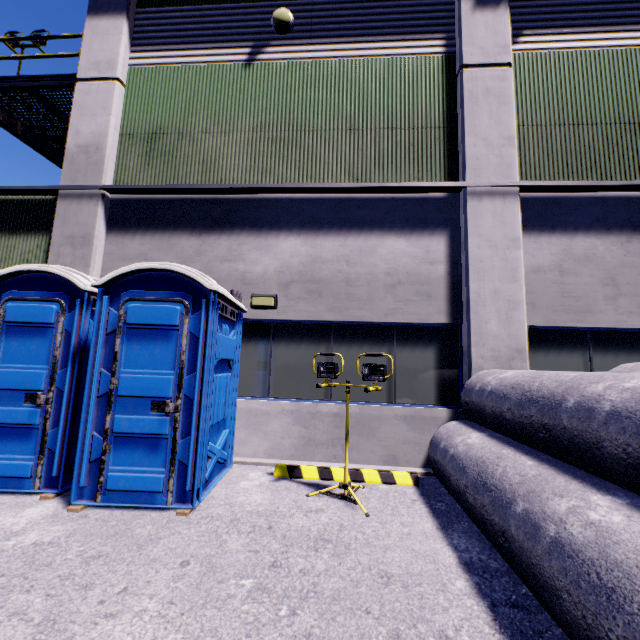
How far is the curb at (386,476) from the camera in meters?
4.8

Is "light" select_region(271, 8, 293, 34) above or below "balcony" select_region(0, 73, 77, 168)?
above

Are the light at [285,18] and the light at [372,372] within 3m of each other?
no

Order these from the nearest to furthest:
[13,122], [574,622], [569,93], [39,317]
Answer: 1. [574,622]
2. [39,317]
3. [569,93]
4. [13,122]

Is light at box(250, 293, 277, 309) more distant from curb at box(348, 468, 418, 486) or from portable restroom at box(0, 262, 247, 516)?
curb at box(348, 468, 418, 486)

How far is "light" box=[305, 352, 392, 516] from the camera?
4.1 meters

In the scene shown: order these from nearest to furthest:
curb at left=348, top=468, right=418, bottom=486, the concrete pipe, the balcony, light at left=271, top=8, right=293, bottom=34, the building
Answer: the concrete pipe, curb at left=348, top=468, right=418, bottom=486, the building, light at left=271, top=8, right=293, bottom=34, the balcony

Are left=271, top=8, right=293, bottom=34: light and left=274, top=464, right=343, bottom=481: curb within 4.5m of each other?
no
